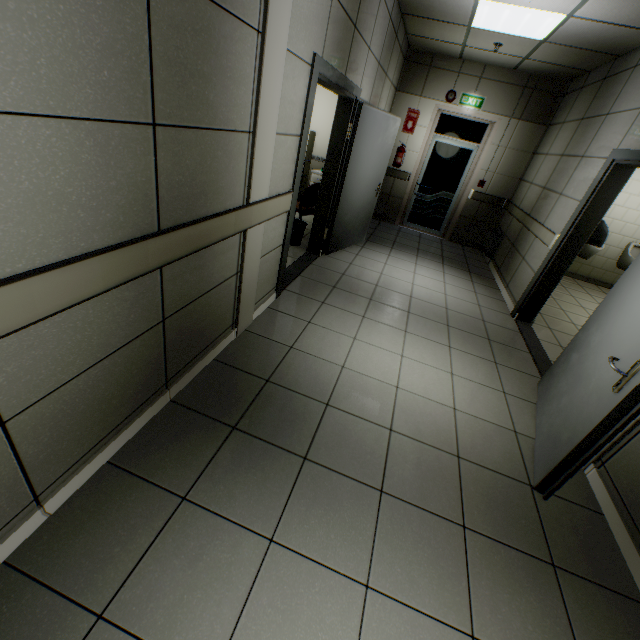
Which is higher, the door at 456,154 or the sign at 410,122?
the sign at 410,122

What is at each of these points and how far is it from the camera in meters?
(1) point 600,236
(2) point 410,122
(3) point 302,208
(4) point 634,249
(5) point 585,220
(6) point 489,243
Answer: (1) hand dryer, 3.9
(2) sign, 6.9
(3) chair, 5.4
(4) urinal, 6.7
(5) door, 3.8
(6) radiator, 6.7

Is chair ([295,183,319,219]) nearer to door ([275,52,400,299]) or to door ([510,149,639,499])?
door ([275,52,400,299])

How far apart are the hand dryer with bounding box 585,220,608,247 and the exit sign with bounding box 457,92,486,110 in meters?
3.8 m

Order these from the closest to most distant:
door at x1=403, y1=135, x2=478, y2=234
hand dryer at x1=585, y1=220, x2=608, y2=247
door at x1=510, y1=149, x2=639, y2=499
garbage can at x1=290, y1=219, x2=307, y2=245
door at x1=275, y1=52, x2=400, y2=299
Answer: door at x1=510, y1=149, x2=639, y2=499, door at x1=275, y1=52, x2=400, y2=299, hand dryer at x1=585, y1=220, x2=608, y2=247, garbage can at x1=290, y1=219, x2=307, y2=245, door at x1=403, y1=135, x2=478, y2=234

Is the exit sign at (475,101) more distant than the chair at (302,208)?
Yes

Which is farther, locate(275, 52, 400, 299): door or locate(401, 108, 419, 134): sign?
locate(401, 108, 419, 134): sign

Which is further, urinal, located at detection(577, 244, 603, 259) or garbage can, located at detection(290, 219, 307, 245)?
urinal, located at detection(577, 244, 603, 259)
